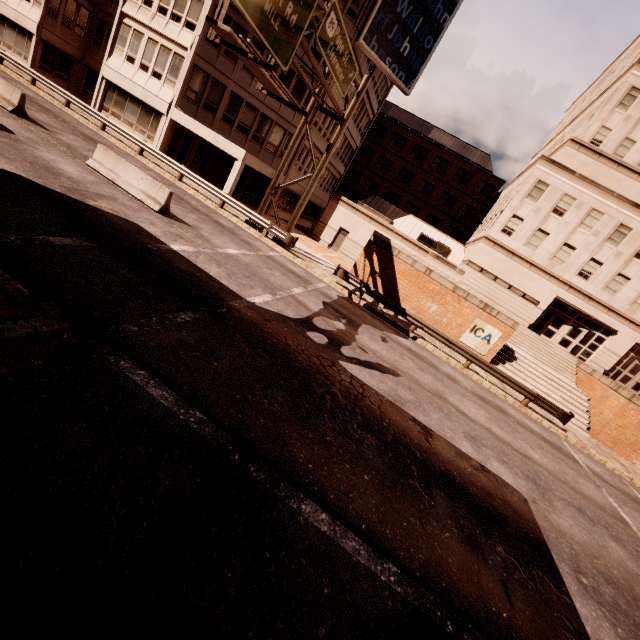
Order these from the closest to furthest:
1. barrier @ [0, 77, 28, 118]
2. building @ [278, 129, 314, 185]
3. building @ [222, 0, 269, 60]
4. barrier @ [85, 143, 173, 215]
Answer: barrier @ [85, 143, 173, 215] < barrier @ [0, 77, 28, 118] < building @ [222, 0, 269, 60] < building @ [278, 129, 314, 185]

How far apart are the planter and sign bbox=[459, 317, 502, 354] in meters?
2.5

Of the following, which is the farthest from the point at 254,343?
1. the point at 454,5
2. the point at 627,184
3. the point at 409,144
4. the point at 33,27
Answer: the point at 409,144

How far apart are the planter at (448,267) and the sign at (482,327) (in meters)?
2.45

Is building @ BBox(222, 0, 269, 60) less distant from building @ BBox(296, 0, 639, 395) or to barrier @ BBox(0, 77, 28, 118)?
building @ BBox(296, 0, 639, 395)

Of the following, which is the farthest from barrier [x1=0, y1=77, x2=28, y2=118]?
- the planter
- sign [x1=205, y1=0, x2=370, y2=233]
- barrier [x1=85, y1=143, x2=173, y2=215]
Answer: the planter

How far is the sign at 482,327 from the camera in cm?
1953

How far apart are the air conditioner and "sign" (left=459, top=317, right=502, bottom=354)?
12.54m
